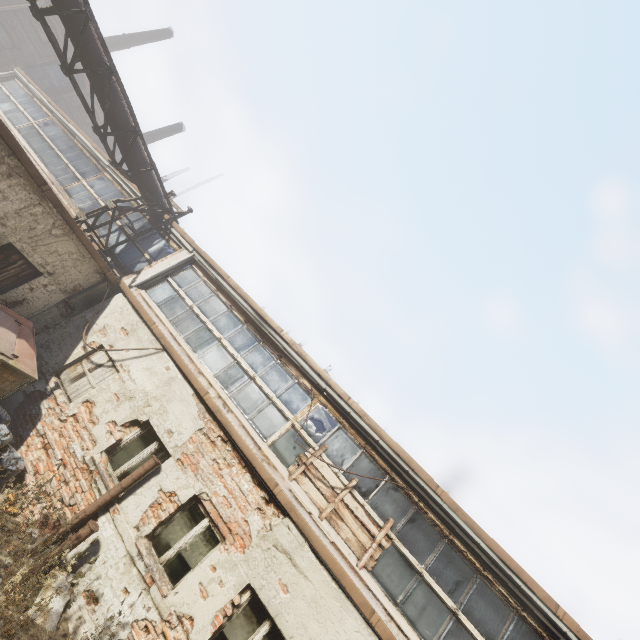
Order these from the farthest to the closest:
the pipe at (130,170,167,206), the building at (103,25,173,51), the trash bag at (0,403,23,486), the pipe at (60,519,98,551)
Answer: the building at (103,25,173,51), the pipe at (130,170,167,206), the trash bag at (0,403,23,486), the pipe at (60,519,98,551)

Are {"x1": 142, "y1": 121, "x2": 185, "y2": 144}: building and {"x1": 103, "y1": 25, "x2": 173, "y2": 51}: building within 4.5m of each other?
no

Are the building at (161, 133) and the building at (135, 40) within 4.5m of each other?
no

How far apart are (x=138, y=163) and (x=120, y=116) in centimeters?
126cm

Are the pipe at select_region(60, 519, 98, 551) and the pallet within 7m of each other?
yes

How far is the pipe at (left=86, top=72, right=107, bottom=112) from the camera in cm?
771

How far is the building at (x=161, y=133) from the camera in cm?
2875

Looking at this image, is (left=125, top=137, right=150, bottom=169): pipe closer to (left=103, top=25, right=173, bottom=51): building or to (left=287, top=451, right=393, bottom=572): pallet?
(left=287, top=451, right=393, bottom=572): pallet
